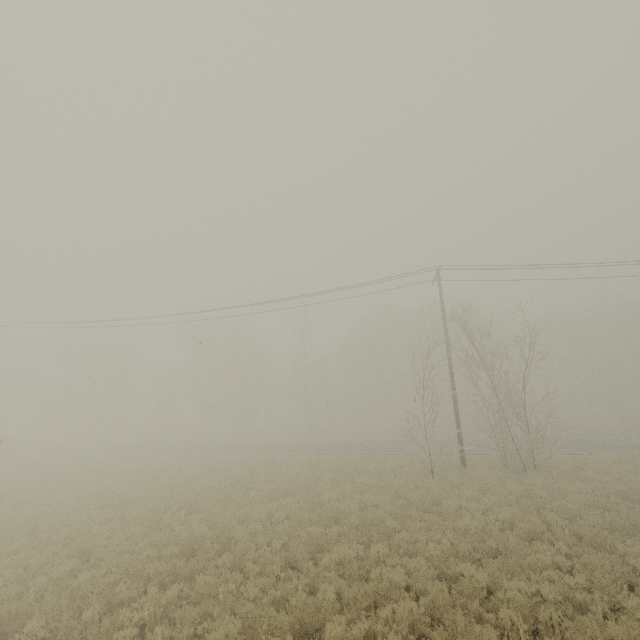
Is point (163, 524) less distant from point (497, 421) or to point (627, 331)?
point (497, 421)
